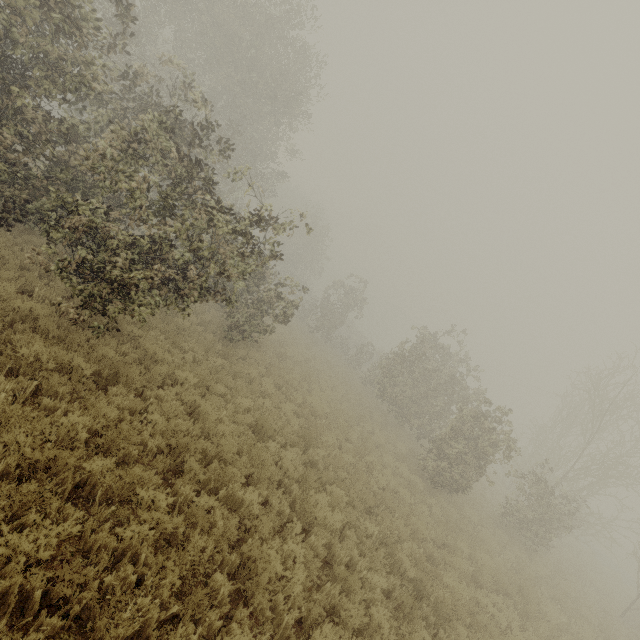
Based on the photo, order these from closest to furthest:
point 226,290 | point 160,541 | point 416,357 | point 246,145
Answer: point 160,541
point 226,290
point 416,357
point 246,145
